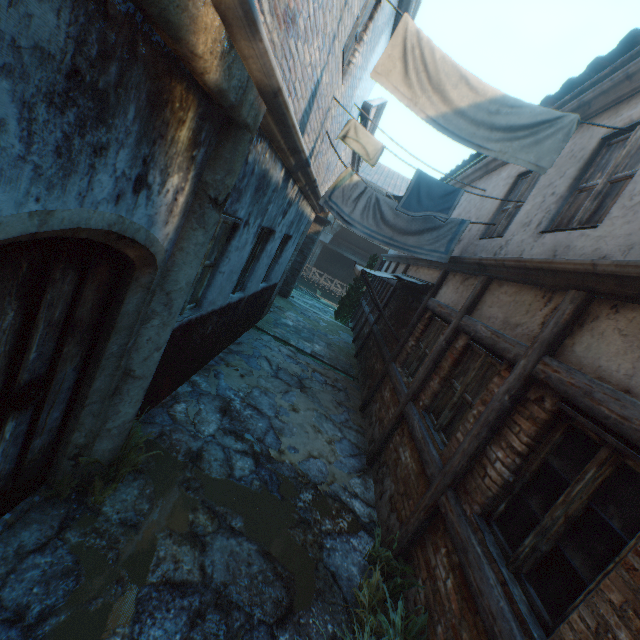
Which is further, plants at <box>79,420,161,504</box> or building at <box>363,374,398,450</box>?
building at <box>363,374,398,450</box>

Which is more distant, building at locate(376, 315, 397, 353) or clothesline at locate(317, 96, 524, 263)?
building at locate(376, 315, 397, 353)

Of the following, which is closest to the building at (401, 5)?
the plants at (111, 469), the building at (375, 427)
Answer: the building at (375, 427)

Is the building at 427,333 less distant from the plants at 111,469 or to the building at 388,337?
the building at 388,337

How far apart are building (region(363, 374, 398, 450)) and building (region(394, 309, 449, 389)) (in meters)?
0.24

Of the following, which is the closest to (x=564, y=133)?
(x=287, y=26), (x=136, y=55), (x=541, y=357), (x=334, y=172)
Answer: (x=541, y=357)

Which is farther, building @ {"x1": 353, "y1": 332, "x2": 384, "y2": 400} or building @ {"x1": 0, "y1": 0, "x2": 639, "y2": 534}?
building @ {"x1": 353, "y1": 332, "x2": 384, "y2": 400}
